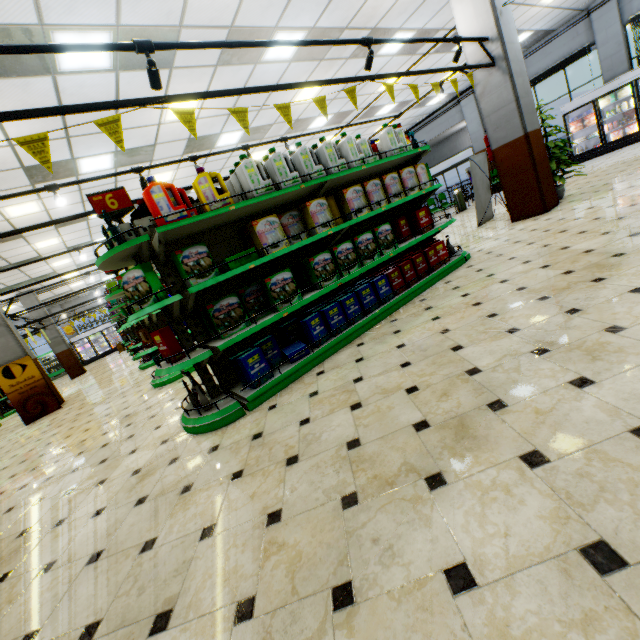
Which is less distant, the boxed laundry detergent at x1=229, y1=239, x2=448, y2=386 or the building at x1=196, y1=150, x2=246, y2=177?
the boxed laundry detergent at x1=229, y1=239, x2=448, y2=386

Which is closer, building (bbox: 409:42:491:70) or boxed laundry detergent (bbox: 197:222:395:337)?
boxed laundry detergent (bbox: 197:222:395:337)

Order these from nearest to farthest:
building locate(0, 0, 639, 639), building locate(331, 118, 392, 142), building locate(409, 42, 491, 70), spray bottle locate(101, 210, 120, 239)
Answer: building locate(0, 0, 639, 639) < spray bottle locate(101, 210, 120, 239) < building locate(409, 42, 491, 70) < building locate(331, 118, 392, 142)

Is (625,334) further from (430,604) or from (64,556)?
(64,556)

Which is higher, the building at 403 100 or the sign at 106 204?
the building at 403 100

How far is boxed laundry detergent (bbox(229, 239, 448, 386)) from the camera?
3.41m

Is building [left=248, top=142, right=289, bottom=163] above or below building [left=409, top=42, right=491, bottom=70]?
above

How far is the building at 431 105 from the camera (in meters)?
13.25
